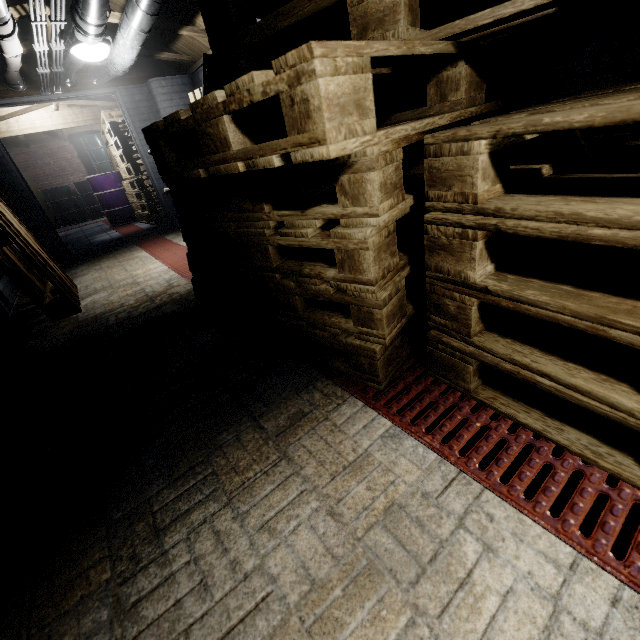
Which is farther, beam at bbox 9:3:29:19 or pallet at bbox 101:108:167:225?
pallet at bbox 101:108:167:225

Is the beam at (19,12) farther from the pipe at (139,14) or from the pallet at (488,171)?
the pallet at (488,171)

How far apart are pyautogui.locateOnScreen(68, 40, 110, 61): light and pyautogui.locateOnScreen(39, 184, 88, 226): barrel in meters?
7.8

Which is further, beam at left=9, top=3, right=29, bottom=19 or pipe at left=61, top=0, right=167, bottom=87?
beam at left=9, top=3, right=29, bottom=19

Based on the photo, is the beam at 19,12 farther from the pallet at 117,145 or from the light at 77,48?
the pallet at 117,145

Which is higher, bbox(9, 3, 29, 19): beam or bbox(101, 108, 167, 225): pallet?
bbox(9, 3, 29, 19): beam

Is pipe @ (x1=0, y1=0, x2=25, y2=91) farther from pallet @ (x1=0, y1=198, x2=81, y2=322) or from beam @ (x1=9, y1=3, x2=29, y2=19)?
pallet @ (x1=0, y1=198, x2=81, y2=322)

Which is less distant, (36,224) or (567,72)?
(567,72)
